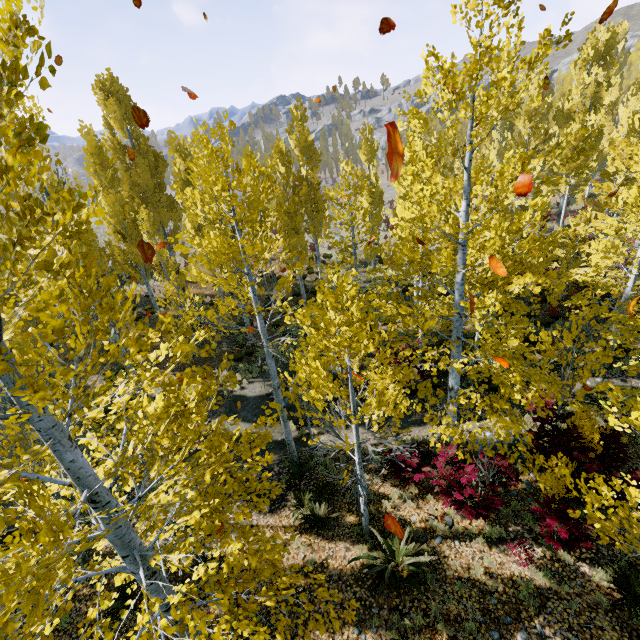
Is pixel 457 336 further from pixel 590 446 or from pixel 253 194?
pixel 253 194
